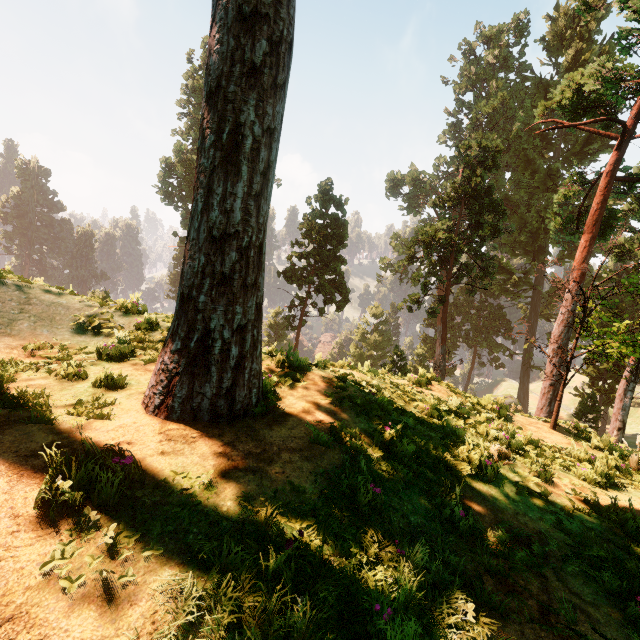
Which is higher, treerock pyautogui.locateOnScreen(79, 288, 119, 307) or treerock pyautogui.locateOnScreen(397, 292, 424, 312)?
treerock pyautogui.locateOnScreen(397, 292, 424, 312)

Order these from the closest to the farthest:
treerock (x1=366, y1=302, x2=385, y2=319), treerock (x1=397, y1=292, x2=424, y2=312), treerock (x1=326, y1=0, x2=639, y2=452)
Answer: treerock (x1=326, y1=0, x2=639, y2=452), treerock (x1=397, y1=292, x2=424, y2=312), treerock (x1=366, y1=302, x2=385, y2=319)

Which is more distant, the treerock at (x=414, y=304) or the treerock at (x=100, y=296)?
the treerock at (x=414, y=304)

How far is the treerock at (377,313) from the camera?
53.5 meters

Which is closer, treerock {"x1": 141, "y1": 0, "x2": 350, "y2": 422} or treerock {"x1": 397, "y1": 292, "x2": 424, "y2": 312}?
treerock {"x1": 141, "y1": 0, "x2": 350, "y2": 422}

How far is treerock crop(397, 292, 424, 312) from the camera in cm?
2667

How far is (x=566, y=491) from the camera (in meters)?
5.14
